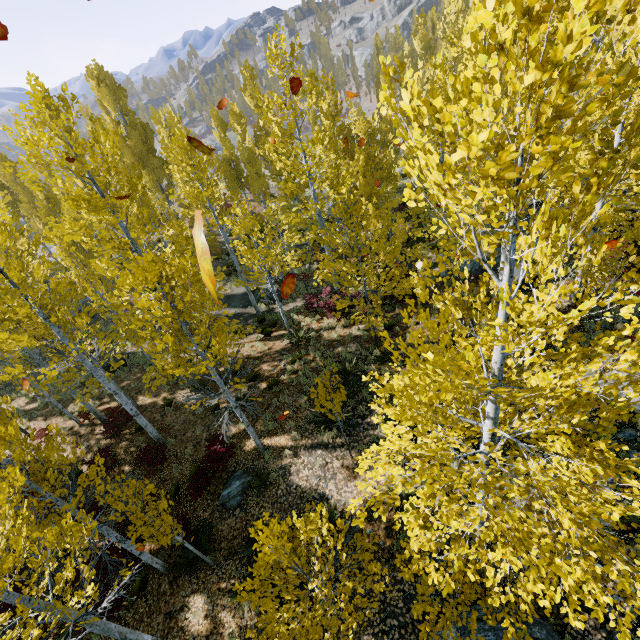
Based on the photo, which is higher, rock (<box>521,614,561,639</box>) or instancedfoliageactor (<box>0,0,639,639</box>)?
instancedfoliageactor (<box>0,0,639,639</box>)

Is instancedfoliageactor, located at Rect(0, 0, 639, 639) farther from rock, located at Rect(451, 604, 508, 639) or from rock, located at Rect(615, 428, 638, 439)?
rock, located at Rect(451, 604, 508, 639)

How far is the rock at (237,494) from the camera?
10.4m

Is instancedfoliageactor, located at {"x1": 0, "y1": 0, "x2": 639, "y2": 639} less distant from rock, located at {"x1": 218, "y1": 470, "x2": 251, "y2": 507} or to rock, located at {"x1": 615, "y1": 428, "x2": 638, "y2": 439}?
rock, located at {"x1": 615, "y1": 428, "x2": 638, "y2": 439}

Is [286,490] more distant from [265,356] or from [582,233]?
[582,233]

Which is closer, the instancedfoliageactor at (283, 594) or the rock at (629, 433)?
the instancedfoliageactor at (283, 594)

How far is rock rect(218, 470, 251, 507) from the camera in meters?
10.4

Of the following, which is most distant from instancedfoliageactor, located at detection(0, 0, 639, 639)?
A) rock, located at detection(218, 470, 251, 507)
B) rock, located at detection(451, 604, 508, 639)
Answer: rock, located at detection(218, 470, 251, 507)
